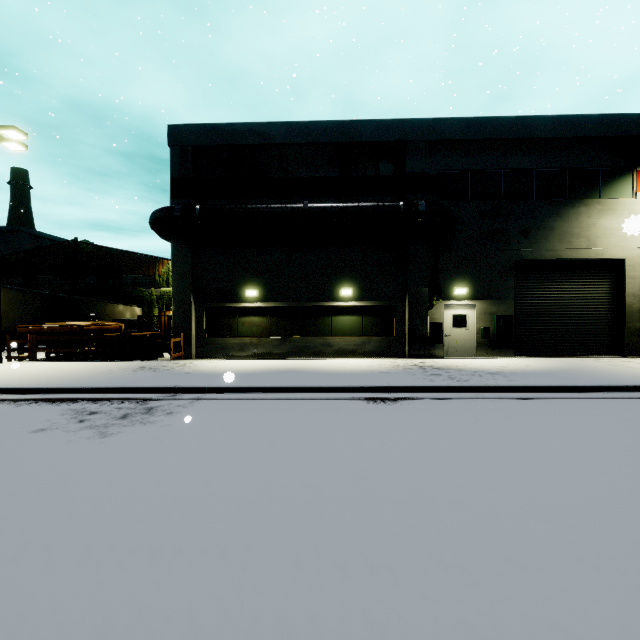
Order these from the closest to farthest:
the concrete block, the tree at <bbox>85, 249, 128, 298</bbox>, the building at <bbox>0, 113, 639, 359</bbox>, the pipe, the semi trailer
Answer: the pipe < the building at <bbox>0, 113, 639, 359</bbox> < the semi trailer < the concrete block < the tree at <bbox>85, 249, 128, 298</bbox>

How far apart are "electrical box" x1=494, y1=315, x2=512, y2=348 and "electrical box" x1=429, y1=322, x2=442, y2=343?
2.4 meters

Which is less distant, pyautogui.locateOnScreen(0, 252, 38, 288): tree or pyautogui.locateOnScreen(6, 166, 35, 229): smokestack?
pyautogui.locateOnScreen(0, 252, 38, 288): tree

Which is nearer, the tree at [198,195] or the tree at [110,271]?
the tree at [198,195]

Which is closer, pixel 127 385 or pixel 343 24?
pixel 127 385

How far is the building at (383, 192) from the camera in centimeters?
1495cm

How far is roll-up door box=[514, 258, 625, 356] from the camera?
15.0 meters

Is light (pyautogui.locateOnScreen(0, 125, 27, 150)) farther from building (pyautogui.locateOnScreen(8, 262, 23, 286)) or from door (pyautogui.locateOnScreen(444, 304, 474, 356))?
door (pyautogui.locateOnScreen(444, 304, 474, 356))
